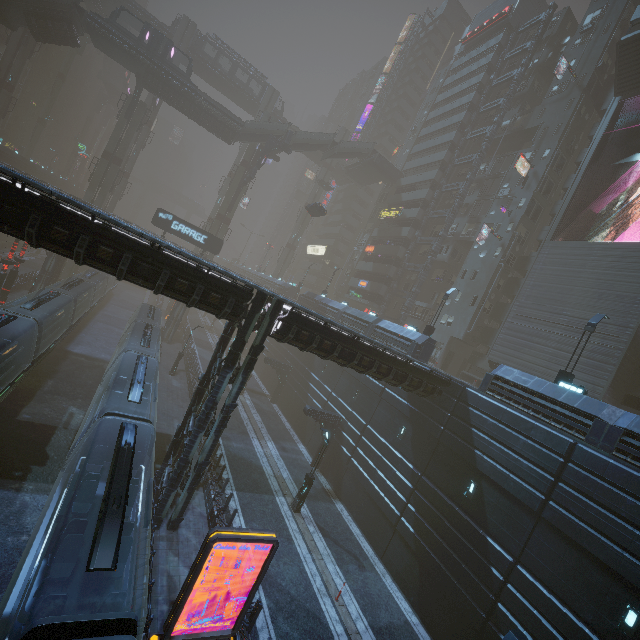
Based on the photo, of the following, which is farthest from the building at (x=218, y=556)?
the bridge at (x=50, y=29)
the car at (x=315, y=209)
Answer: the bridge at (x=50, y=29)

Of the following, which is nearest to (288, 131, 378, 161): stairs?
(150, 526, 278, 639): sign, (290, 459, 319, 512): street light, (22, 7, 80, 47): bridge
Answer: (22, 7, 80, 47): bridge

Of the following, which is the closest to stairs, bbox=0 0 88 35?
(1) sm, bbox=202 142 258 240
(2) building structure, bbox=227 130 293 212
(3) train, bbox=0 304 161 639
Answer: (1) sm, bbox=202 142 258 240

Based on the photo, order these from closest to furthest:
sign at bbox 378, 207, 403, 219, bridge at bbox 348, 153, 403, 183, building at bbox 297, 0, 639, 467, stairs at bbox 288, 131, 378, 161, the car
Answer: building at bbox 297, 0, 639, 467
the car
stairs at bbox 288, 131, 378, 161
sign at bbox 378, 207, 403, 219
bridge at bbox 348, 153, 403, 183

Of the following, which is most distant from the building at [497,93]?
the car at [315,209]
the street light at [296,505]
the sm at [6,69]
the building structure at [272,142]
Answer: the car at [315,209]

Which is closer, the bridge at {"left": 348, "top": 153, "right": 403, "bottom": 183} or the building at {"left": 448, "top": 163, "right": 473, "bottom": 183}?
the building at {"left": 448, "top": 163, "right": 473, "bottom": 183}

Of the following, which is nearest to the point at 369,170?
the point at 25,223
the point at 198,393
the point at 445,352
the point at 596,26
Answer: the point at 596,26

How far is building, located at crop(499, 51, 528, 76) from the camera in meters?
44.4 m
